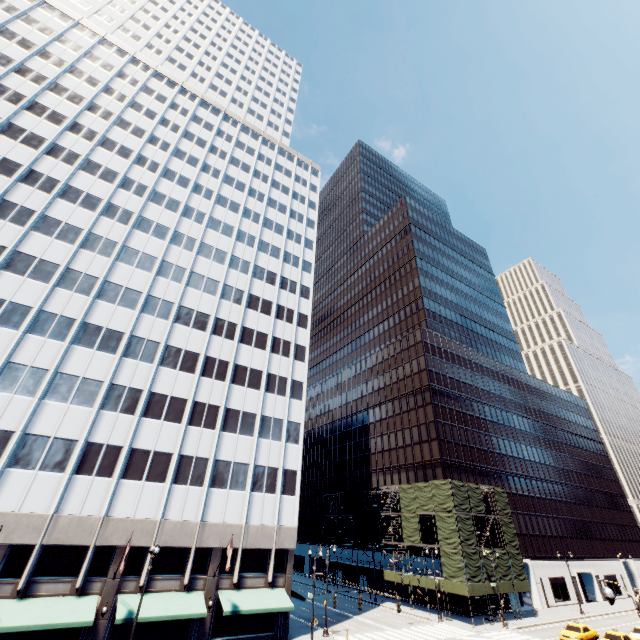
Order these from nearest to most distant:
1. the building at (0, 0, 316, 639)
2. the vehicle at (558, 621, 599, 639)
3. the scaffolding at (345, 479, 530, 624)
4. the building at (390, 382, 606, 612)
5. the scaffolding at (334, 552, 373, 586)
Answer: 1. the building at (0, 0, 316, 639)
2. the vehicle at (558, 621, 599, 639)
3. the scaffolding at (345, 479, 530, 624)
4. the building at (390, 382, 606, 612)
5. the scaffolding at (334, 552, 373, 586)

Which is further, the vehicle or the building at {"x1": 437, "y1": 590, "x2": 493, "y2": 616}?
the building at {"x1": 437, "y1": 590, "x2": 493, "y2": 616}

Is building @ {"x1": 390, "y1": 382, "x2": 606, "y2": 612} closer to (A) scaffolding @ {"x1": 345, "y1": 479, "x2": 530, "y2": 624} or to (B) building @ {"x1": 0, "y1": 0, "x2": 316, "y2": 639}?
(A) scaffolding @ {"x1": 345, "y1": 479, "x2": 530, "y2": 624}

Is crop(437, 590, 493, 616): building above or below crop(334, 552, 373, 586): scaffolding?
below

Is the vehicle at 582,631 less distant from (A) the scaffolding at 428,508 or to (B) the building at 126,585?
(A) the scaffolding at 428,508

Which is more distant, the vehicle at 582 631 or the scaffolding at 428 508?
the scaffolding at 428 508

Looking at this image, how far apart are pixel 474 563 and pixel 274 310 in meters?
42.9 m
